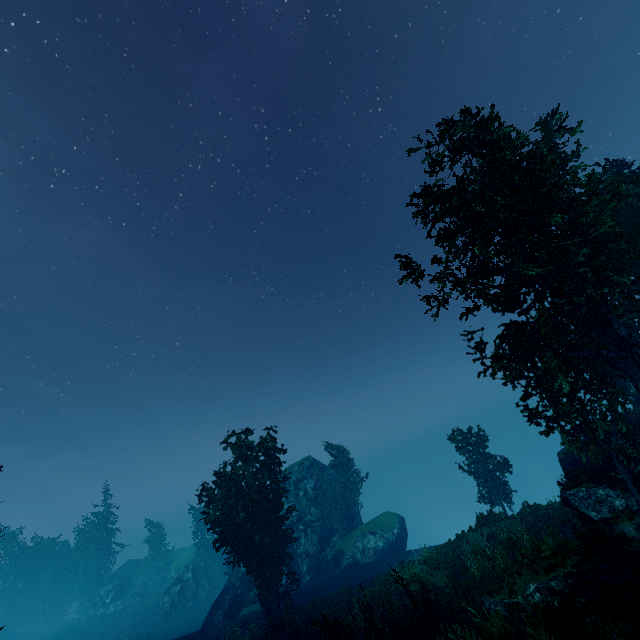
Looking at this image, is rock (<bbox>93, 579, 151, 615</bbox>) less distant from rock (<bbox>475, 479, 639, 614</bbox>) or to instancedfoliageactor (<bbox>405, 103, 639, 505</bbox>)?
instancedfoliageactor (<bbox>405, 103, 639, 505</bbox>)

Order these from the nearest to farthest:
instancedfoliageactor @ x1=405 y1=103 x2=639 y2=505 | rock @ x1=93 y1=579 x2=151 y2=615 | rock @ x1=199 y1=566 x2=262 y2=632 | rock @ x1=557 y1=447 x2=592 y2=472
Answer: instancedfoliageactor @ x1=405 y1=103 x2=639 y2=505
rock @ x1=557 y1=447 x2=592 y2=472
rock @ x1=199 y1=566 x2=262 y2=632
rock @ x1=93 y1=579 x2=151 y2=615

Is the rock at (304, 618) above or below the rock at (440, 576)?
below

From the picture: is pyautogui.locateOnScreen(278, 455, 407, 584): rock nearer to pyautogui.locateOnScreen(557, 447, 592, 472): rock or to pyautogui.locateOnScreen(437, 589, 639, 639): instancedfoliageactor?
pyautogui.locateOnScreen(437, 589, 639, 639): instancedfoliageactor

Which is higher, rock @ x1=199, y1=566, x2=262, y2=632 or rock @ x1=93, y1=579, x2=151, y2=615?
rock @ x1=93, y1=579, x2=151, y2=615

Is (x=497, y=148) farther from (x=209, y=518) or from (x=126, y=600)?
(x=126, y=600)

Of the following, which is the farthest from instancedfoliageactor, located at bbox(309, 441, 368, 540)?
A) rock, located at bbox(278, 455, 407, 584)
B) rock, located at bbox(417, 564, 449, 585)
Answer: rock, located at bbox(417, 564, 449, 585)

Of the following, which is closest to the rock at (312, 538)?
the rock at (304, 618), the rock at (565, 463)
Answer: the rock at (304, 618)
